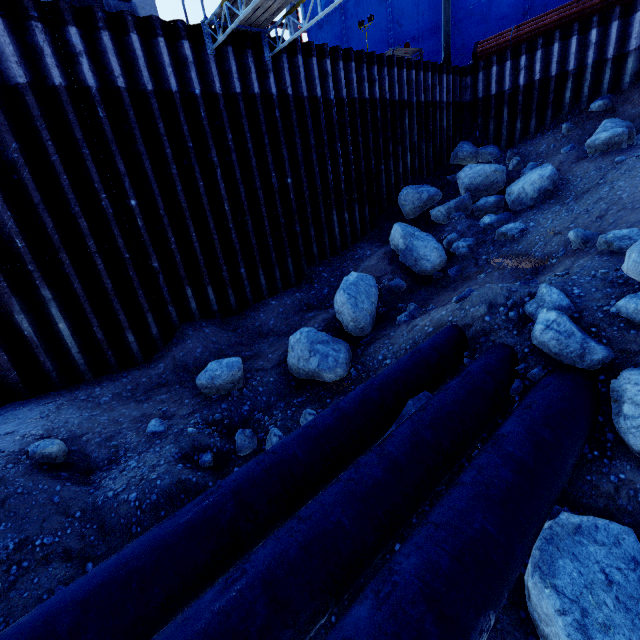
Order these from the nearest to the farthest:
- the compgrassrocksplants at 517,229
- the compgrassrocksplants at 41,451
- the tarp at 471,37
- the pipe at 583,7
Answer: the compgrassrocksplants at 41,451, the compgrassrocksplants at 517,229, the pipe at 583,7, the tarp at 471,37

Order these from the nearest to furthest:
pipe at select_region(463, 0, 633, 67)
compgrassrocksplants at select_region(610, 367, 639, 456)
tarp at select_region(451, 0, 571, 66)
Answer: compgrassrocksplants at select_region(610, 367, 639, 456) → pipe at select_region(463, 0, 633, 67) → tarp at select_region(451, 0, 571, 66)

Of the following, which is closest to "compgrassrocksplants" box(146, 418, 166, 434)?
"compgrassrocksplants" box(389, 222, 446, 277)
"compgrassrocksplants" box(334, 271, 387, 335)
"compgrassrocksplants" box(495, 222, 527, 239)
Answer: "compgrassrocksplants" box(334, 271, 387, 335)

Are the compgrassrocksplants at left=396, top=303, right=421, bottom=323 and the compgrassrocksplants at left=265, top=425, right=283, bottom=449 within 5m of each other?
yes

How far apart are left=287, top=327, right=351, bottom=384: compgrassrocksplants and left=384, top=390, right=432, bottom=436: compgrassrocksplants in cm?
174

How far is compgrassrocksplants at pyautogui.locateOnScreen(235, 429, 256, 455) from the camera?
5.09m

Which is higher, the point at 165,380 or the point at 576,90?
the point at 576,90

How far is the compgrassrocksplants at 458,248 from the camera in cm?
849
